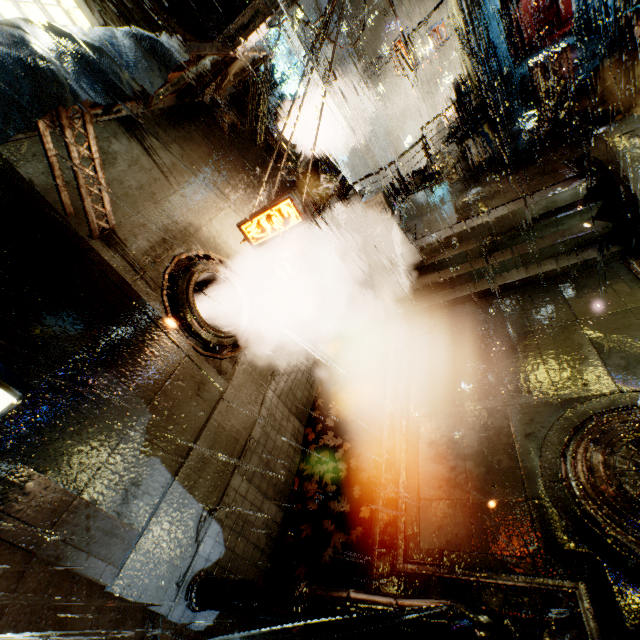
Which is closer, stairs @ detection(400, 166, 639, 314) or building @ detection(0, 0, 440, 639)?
building @ detection(0, 0, 440, 639)

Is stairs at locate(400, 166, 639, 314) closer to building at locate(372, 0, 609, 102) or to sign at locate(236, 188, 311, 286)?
building at locate(372, 0, 609, 102)

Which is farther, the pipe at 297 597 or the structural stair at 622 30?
the structural stair at 622 30

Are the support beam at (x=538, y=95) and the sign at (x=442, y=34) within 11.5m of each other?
no

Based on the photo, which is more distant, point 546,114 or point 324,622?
point 546,114

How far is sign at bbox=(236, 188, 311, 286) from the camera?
8.06m

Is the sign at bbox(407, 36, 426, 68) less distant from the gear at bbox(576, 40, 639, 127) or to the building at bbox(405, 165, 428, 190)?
the building at bbox(405, 165, 428, 190)

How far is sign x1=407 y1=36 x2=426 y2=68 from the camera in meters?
22.8
